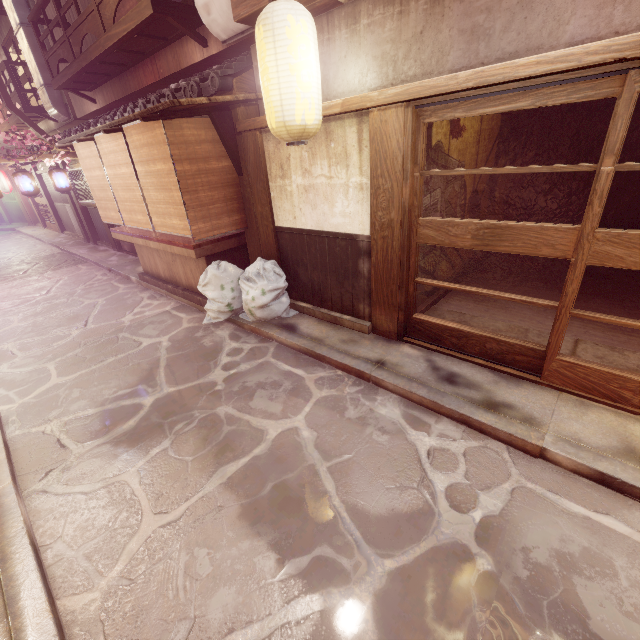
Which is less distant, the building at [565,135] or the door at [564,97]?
the door at [564,97]

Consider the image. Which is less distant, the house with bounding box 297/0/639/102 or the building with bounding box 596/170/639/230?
the house with bounding box 297/0/639/102

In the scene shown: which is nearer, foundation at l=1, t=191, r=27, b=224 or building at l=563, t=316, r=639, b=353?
building at l=563, t=316, r=639, b=353

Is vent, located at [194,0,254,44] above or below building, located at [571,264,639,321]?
above

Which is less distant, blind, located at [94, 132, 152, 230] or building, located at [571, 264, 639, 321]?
building, located at [571, 264, 639, 321]

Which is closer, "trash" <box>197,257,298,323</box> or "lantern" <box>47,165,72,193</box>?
"trash" <box>197,257,298,323</box>

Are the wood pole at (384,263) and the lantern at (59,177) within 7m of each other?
no

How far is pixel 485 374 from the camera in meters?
6.9 m
